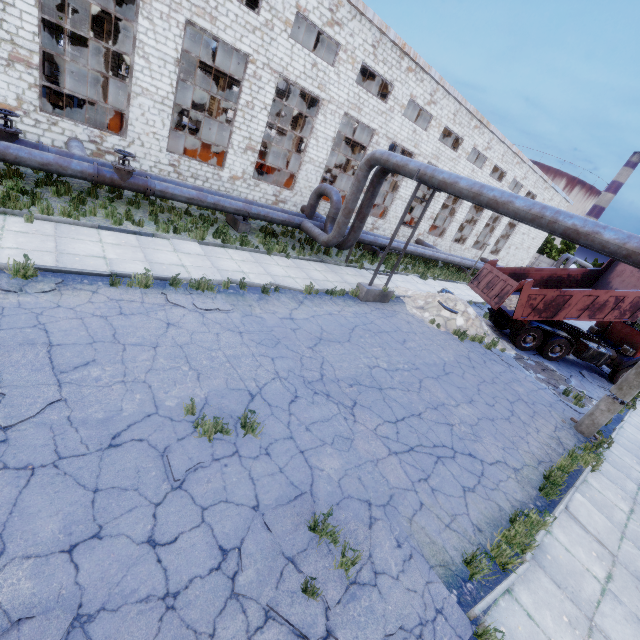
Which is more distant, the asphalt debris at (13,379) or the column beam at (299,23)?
the column beam at (299,23)

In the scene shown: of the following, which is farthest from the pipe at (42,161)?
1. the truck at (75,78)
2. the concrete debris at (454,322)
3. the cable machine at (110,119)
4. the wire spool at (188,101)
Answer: the truck at (75,78)

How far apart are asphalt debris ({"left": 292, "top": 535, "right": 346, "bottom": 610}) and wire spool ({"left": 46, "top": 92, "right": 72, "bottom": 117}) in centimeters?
2149cm

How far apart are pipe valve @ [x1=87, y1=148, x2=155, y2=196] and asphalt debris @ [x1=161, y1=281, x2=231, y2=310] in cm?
532

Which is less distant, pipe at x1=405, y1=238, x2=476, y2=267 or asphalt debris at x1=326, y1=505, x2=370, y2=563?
asphalt debris at x1=326, y1=505, x2=370, y2=563

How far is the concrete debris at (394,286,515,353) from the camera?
14.1 meters

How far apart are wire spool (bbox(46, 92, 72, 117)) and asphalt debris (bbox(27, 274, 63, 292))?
15.1m

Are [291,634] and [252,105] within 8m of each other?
no
